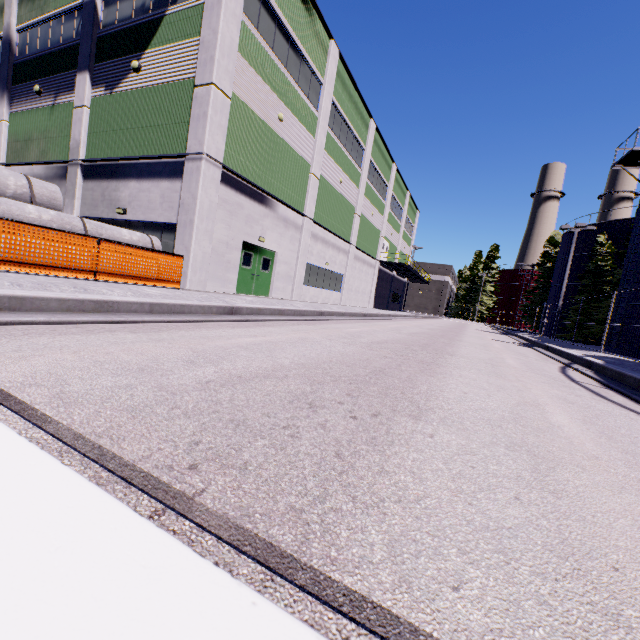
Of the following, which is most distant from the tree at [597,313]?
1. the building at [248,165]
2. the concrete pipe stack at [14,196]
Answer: the concrete pipe stack at [14,196]

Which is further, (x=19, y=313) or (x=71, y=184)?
(x=71, y=184)

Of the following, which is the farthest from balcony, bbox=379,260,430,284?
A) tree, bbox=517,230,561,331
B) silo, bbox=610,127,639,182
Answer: tree, bbox=517,230,561,331

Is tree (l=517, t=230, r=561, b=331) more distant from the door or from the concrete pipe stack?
the concrete pipe stack

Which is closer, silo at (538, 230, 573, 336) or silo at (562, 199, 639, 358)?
silo at (562, 199, 639, 358)

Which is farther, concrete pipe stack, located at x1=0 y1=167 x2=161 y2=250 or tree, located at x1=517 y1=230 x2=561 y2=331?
tree, located at x1=517 y1=230 x2=561 y2=331

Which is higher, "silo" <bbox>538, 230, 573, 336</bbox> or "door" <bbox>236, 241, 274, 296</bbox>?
"silo" <bbox>538, 230, 573, 336</bbox>

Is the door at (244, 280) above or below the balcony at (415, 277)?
below
